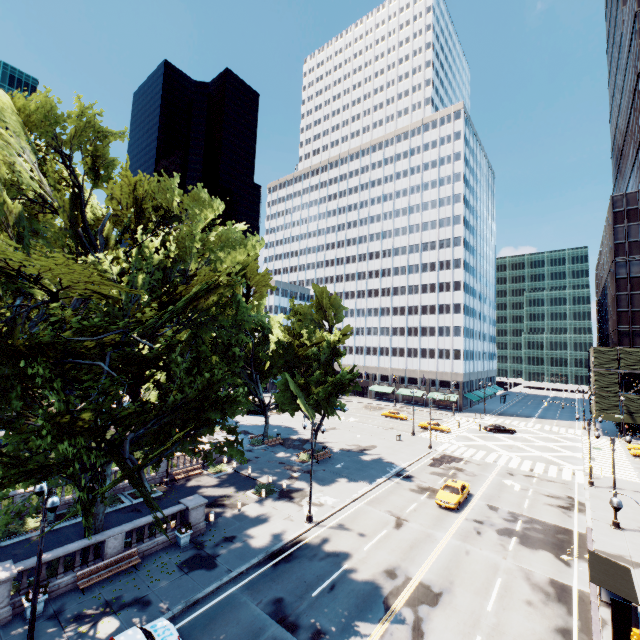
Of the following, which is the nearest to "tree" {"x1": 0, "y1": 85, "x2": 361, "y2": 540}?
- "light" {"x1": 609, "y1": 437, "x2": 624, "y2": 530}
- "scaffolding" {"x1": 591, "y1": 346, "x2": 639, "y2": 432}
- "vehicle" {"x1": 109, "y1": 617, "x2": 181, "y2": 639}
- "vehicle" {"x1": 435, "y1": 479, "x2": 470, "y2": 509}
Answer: "light" {"x1": 609, "y1": 437, "x2": 624, "y2": 530}

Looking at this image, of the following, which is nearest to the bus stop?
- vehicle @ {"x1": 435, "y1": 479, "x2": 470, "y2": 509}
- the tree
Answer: the tree

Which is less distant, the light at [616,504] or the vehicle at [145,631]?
the vehicle at [145,631]

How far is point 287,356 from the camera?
36.7 meters

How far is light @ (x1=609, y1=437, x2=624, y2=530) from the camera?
13.7 meters

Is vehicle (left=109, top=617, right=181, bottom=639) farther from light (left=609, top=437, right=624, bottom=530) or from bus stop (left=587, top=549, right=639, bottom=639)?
bus stop (left=587, top=549, right=639, bottom=639)

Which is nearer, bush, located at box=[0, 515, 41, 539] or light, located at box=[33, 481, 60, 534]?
light, located at box=[33, 481, 60, 534]

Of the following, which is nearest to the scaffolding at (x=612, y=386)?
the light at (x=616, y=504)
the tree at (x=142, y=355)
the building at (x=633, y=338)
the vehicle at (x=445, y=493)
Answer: the building at (x=633, y=338)
